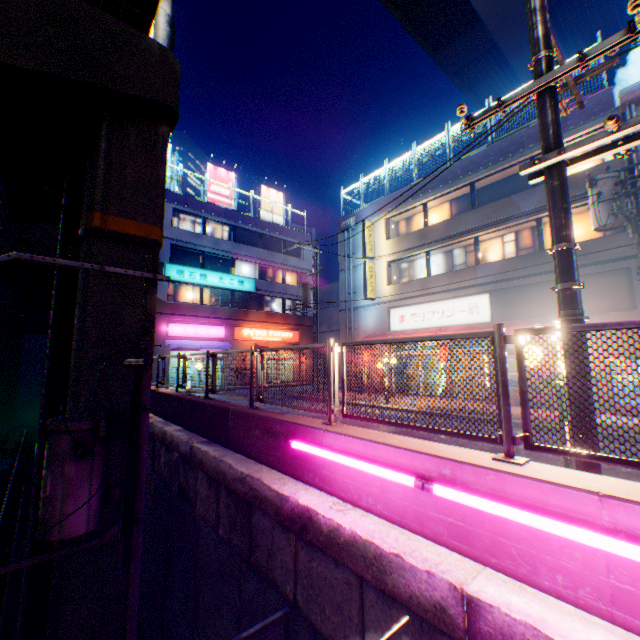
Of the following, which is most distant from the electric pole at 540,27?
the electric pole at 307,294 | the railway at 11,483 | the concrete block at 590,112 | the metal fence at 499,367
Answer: the electric pole at 307,294

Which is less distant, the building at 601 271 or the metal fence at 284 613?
the metal fence at 284 613

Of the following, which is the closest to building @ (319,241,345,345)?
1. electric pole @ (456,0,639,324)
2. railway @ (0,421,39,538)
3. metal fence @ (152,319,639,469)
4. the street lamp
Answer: metal fence @ (152,319,639,469)

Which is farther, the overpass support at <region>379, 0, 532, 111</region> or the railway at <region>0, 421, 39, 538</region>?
the overpass support at <region>379, 0, 532, 111</region>

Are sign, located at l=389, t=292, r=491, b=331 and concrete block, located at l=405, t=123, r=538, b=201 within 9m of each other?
yes

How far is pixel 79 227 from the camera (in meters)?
7.21

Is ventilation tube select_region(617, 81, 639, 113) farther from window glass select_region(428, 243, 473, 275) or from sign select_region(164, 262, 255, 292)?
sign select_region(164, 262, 255, 292)

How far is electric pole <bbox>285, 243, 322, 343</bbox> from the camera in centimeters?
2103cm
